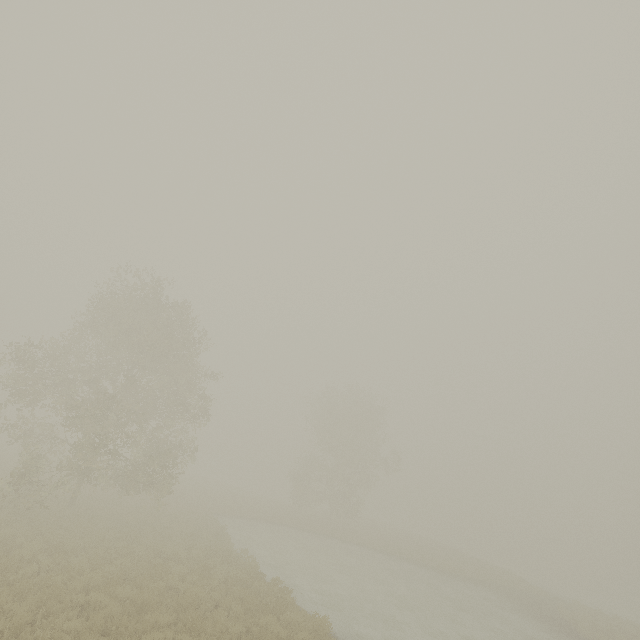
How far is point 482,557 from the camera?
48.9 meters
